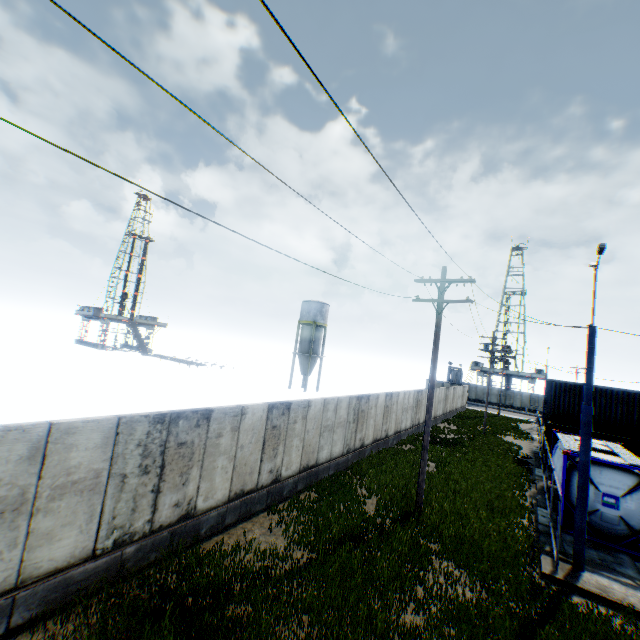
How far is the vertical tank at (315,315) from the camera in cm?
4478

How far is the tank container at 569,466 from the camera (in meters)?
12.77

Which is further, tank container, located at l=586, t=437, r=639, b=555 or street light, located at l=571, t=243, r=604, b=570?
tank container, located at l=586, t=437, r=639, b=555

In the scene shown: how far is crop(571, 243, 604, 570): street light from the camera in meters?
10.1 m

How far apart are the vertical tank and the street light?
34.5m

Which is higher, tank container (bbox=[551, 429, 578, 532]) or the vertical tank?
the vertical tank

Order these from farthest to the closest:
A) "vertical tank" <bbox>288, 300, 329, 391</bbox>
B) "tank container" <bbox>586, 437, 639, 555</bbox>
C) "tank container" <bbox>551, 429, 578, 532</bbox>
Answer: "vertical tank" <bbox>288, 300, 329, 391</bbox> < "tank container" <bbox>551, 429, 578, 532</bbox> < "tank container" <bbox>586, 437, 639, 555</bbox>

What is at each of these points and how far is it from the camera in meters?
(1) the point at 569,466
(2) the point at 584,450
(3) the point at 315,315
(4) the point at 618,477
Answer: (1) tank container, 13.1
(2) street light, 10.4
(3) vertical tank, 45.1
(4) tank container, 12.2
